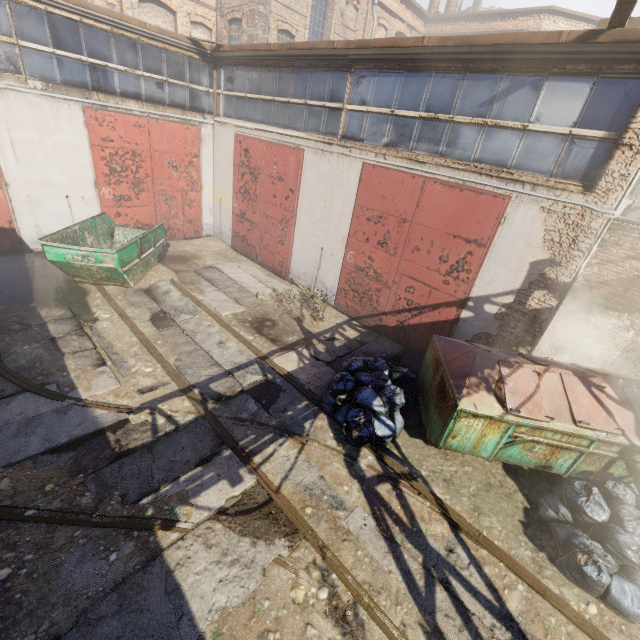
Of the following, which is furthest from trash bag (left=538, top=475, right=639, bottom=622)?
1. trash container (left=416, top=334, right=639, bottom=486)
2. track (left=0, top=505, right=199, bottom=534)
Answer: track (left=0, top=505, right=199, bottom=534)

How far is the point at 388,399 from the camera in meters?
6.1

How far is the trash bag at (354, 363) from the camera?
5.79m

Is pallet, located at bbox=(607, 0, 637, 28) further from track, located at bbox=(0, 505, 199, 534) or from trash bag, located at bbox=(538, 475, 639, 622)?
track, located at bbox=(0, 505, 199, 534)

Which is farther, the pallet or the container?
the container

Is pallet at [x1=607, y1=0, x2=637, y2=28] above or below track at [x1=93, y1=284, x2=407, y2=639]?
above

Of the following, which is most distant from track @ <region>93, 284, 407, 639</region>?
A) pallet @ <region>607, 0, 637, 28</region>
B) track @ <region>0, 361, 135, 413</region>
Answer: pallet @ <region>607, 0, 637, 28</region>

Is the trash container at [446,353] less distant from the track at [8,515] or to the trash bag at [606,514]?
the trash bag at [606,514]
